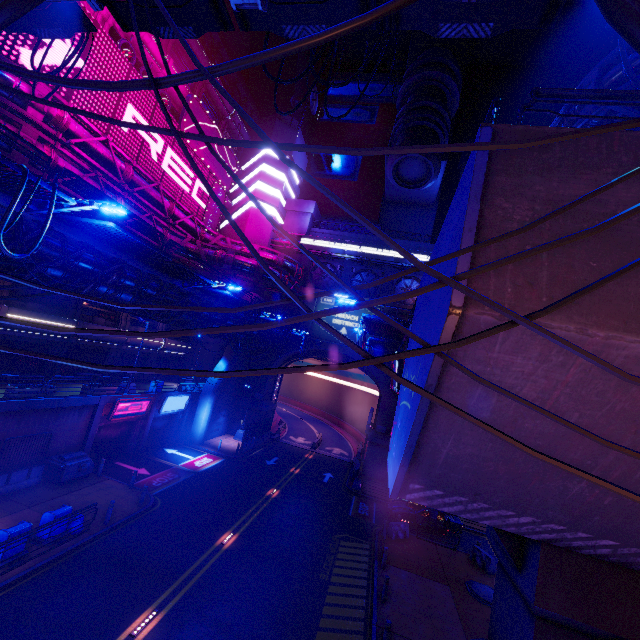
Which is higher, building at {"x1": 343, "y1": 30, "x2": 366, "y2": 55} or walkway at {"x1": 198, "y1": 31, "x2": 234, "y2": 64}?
building at {"x1": 343, "y1": 30, "x2": 366, "y2": 55}

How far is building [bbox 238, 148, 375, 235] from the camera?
41.5 meters

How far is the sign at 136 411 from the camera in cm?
2200

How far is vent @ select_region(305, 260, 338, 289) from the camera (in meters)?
40.79

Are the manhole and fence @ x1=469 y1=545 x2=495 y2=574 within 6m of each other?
yes

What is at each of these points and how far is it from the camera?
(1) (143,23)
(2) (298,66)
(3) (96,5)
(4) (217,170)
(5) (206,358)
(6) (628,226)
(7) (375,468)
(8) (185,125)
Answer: (1) awning, 10.2m
(2) building, 50.1m
(3) pipe, 4.5m
(4) sign, 35.4m
(5) building, 37.7m
(6) walkway, 3.9m
(7) wall arch, 33.2m
(8) sign, 29.5m

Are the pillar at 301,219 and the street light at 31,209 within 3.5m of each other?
no
